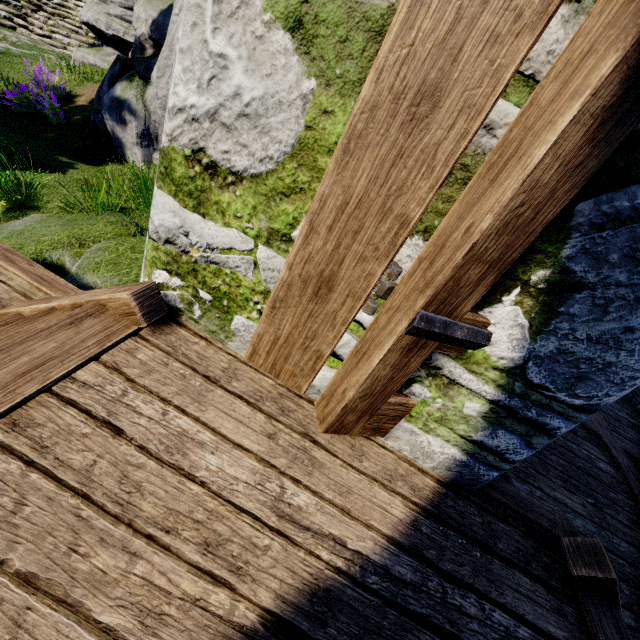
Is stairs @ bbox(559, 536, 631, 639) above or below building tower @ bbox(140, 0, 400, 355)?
below

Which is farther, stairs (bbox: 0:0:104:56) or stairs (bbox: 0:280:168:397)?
stairs (bbox: 0:0:104:56)

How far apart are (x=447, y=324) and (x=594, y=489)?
3.7 meters

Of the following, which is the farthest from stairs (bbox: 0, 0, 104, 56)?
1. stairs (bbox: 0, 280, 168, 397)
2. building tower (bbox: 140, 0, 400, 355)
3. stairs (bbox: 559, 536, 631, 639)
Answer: stairs (bbox: 559, 536, 631, 639)

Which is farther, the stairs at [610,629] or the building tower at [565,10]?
the stairs at [610,629]

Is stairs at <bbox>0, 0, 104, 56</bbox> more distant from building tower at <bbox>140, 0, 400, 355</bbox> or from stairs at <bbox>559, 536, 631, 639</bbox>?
stairs at <bbox>559, 536, 631, 639</bbox>

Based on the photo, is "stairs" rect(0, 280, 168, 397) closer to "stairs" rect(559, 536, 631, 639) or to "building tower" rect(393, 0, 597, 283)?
"building tower" rect(393, 0, 597, 283)

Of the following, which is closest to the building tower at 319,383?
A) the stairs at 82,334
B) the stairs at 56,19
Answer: the stairs at 82,334
